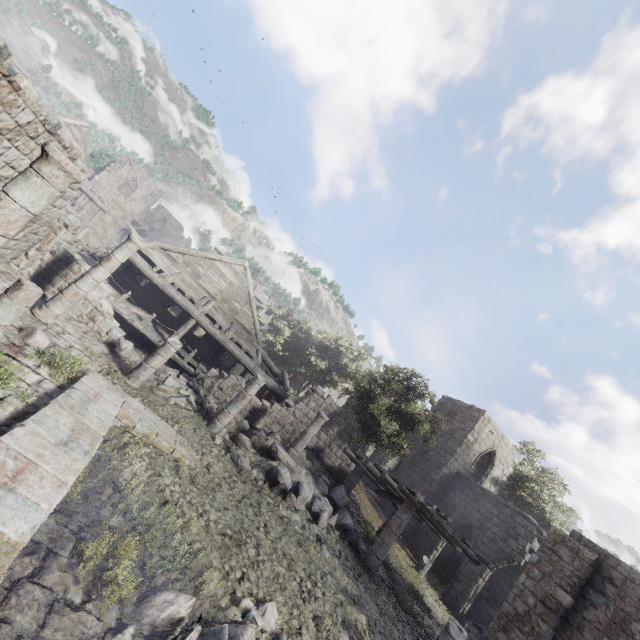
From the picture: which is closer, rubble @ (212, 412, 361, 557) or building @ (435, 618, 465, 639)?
building @ (435, 618, 465, 639)

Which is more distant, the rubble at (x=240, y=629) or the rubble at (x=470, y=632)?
the rubble at (x=470, y=632)

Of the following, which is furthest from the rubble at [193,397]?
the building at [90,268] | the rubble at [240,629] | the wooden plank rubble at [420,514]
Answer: the rubble at [240,629]

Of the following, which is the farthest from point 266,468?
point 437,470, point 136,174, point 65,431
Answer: point 136,174

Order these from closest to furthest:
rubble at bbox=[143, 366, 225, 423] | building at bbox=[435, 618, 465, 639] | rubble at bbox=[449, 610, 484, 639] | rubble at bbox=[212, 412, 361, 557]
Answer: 1. building at bbox=[435, 618, 465, 639]
2. rubble at bbox=[212, 412, 361, 557]
3. rubble at bbox=[143, 366, 225, 423]
4. rubble at bbox=[449, 610, 484, 639]

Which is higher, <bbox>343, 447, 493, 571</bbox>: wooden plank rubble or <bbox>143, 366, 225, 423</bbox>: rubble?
<bbox>343, 447, 493, 571</bbox>: wooden plank rubble

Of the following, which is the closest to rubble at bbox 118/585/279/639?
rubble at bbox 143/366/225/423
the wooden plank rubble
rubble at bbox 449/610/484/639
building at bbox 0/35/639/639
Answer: building at bbox 0/35/639/639

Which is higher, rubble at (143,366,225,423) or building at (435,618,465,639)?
building at (435,618,465,639)
